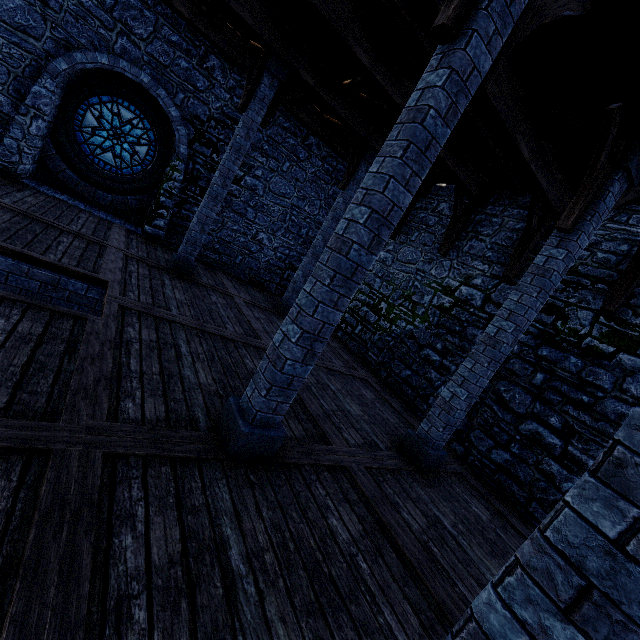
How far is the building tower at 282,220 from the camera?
10.4 meters

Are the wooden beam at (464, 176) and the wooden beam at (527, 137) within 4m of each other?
yes

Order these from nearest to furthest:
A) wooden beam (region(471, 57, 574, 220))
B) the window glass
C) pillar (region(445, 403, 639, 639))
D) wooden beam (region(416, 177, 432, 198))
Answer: pillar (region(445, 403, 639, 639))
wooden beam (region(471, 57, 574, 220))
the window glass
wooden beam (region(416, 177, 432, 198))

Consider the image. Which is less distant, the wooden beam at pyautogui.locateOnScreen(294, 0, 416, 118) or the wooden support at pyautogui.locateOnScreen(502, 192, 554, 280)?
the wooden beam at pyautogui.locateOnScreen(294, 0, 416, 118)

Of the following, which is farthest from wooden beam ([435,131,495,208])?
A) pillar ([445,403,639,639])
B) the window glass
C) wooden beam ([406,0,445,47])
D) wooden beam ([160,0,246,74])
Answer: the window glass

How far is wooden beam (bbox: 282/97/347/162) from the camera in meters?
9.5

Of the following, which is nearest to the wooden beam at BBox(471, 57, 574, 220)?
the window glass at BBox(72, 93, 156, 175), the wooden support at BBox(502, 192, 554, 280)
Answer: the wooden support at BBox(502, 192, 554, 280)

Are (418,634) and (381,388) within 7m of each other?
yes
